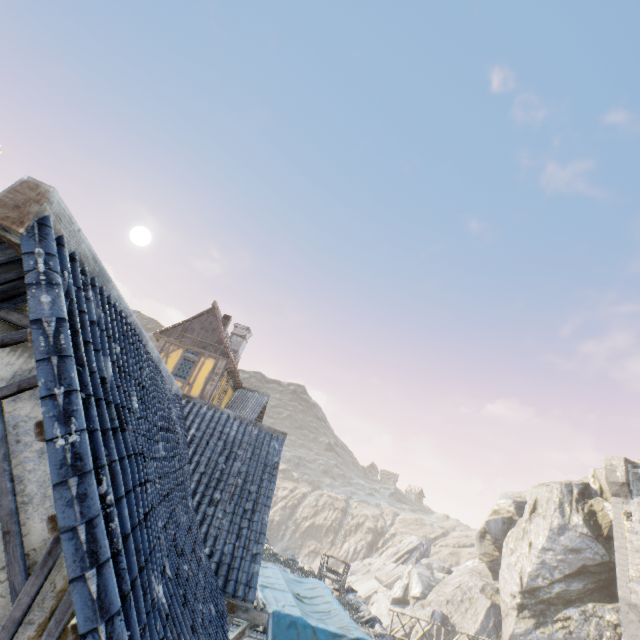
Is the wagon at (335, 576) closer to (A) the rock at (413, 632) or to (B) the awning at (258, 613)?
(A) the rock at (413, 632)

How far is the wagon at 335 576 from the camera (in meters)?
19.84

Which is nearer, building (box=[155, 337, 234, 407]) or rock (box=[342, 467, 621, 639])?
building (box=[155, 337, 234, 407])

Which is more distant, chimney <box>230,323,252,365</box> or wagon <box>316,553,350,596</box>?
chimney <box>230,323,252,365</box>

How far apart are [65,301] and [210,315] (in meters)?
18.82

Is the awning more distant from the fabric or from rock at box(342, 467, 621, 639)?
rock at box(342, 467, 621, 639)

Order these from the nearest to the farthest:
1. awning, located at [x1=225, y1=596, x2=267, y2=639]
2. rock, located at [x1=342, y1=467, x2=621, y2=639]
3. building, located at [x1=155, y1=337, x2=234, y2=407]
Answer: awning, located at [x1=225, y1=596, x2=267, y2=639], building, located at [x1=155, y1=337, x2=234, y2=407], rock, located at [x1=342, y1=467, x2=621, y2=639]

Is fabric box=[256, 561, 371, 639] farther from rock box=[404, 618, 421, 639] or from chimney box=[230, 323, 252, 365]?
chimney box=[230, 323, 252, 365]
